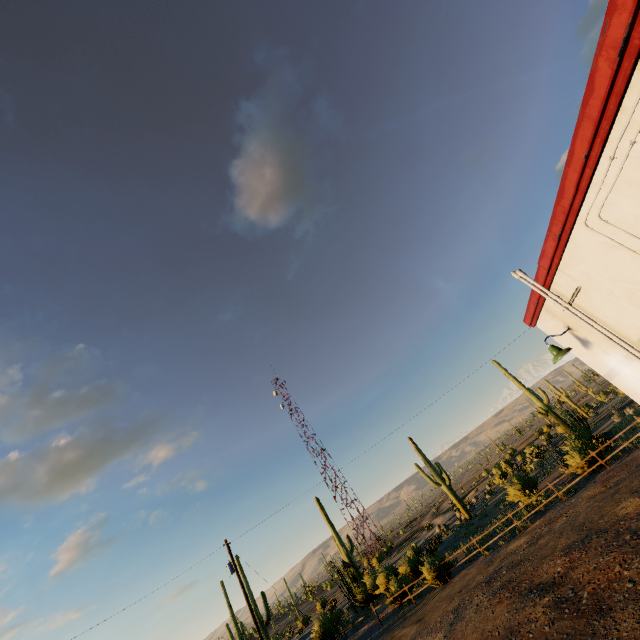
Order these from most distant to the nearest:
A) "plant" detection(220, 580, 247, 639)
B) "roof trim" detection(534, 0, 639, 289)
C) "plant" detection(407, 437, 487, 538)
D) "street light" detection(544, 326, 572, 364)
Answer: "plant" detection(220, 580, 247, 639), "plant" detection(407, 437, 487, 538), "street light" detection(544, 326, 572, 364), "roof trim" detection(534, 0, 639, 289)

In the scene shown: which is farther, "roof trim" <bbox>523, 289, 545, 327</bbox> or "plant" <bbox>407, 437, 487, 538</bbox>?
"plant" <bbox>407, 437, 487, 538</bbox>

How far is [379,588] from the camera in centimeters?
2703cm

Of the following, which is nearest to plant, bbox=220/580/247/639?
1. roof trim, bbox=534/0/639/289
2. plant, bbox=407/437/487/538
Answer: plant, bbox=407/437/487/538

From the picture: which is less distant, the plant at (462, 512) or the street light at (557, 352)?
the street light at (557, 352)

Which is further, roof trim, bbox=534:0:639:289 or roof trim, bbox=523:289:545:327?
roof trim, bbox=523:289:545:327

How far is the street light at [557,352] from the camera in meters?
6.0

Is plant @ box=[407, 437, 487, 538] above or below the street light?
below
